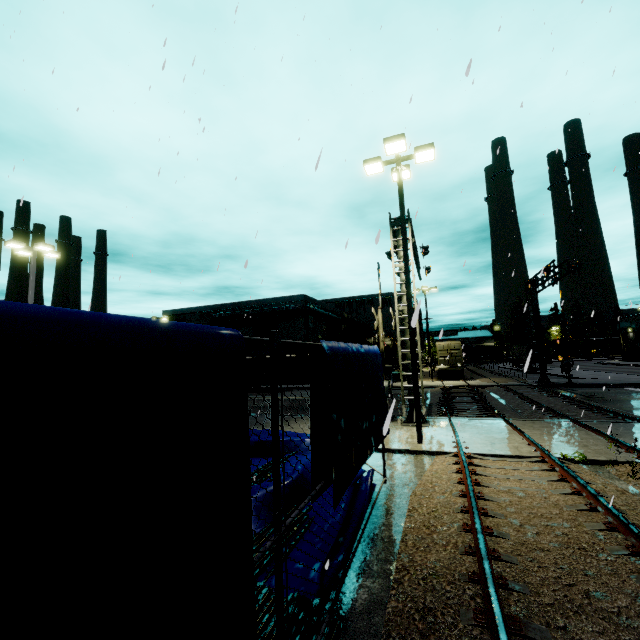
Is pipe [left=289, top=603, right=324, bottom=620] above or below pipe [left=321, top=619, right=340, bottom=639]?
above

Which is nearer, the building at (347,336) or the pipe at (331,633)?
the pipe at (331,633)

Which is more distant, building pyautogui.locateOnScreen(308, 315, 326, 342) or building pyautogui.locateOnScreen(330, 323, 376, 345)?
building pyautogui.locateOnScreen(330, 323, 376, 345)

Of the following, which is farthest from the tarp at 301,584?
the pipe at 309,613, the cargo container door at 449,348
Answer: the cargo container door at 449,348

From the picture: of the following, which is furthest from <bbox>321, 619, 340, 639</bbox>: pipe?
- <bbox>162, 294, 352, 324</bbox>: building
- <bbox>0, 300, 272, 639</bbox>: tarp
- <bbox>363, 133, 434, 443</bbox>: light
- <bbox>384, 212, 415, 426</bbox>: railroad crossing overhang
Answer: <bbox>384, 212, 415, 426</bbox>: railroad crossing overhang

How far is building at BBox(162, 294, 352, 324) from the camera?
39.1 meters

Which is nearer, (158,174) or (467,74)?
(467,74)

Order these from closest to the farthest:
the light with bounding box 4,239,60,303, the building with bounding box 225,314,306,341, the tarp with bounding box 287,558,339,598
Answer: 1. the tarp with bounding box 287,558,339,598
2. the light with bounding box 4,239,60,303
3. the building with bounding box 225,314,306,341
